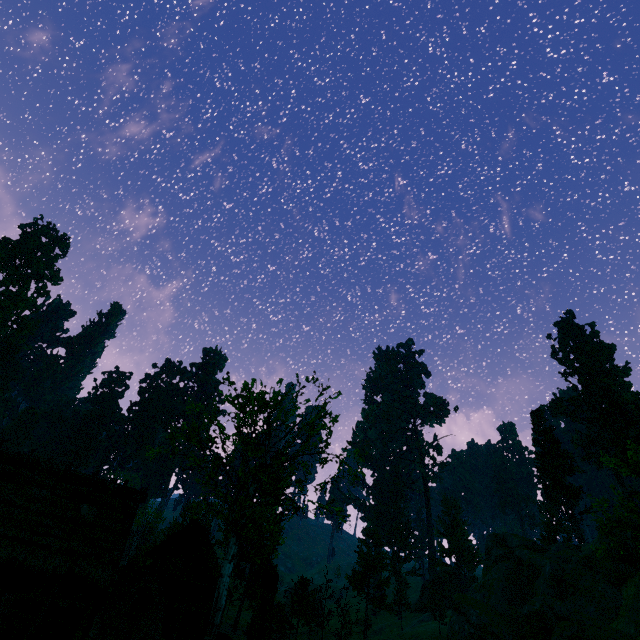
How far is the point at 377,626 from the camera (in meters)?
53.91

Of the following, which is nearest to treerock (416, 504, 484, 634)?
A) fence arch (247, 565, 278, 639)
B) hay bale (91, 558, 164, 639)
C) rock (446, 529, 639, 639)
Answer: rock (446, 529, 639, 639)

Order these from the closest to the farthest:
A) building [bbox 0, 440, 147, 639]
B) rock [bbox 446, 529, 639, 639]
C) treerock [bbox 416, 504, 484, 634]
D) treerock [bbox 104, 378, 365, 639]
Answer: building [bbox 0, 440, 147, 639], treerock [bbox 104, 378, 365, 639], rock [bbox 446, 529, 639, 639], treerock [bbox 416, 504, 484, 634]

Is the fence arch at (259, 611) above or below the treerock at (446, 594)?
below

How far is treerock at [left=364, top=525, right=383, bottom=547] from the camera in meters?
43.1 m

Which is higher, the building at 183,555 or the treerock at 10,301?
the treerock at 10,301

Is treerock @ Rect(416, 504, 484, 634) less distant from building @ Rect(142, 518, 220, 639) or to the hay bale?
building @ Rect(142, 518, 220, 639)

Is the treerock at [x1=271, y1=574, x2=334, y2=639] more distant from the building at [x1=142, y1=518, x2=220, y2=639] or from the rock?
the rock
